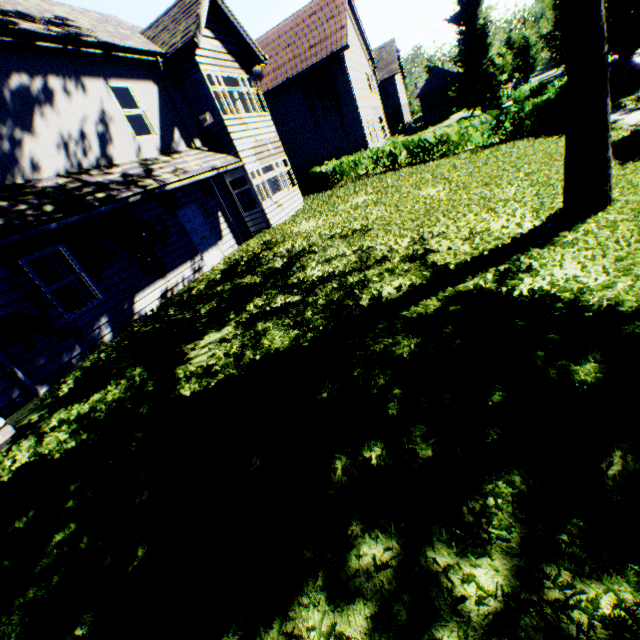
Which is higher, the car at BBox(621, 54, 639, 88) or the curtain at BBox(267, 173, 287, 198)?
the curtain at BBox(267, 173, 287, 198)

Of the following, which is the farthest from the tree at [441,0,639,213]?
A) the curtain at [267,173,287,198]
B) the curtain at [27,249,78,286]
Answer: the curtain at [27,249,78,286]

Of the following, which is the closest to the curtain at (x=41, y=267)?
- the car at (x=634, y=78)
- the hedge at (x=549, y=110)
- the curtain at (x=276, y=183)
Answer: the curtain at (x=276, y=183)

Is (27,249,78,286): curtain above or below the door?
above

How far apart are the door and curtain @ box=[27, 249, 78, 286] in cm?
381

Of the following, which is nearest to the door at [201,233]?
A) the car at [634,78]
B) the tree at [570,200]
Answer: the tree at [570,200]

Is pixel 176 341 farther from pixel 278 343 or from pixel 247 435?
pixel 247 435

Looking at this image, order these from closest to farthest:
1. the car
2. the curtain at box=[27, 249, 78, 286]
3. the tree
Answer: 1. the tree
2. the curtain at box=[27, 249, 78, 286]
3. the car
